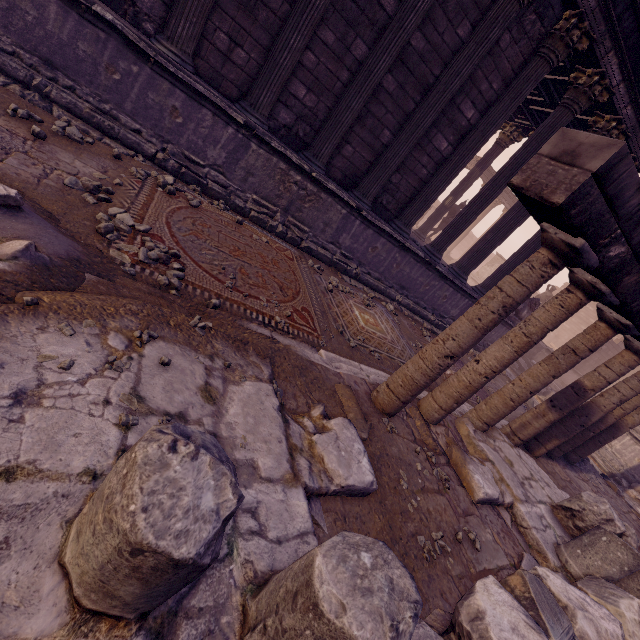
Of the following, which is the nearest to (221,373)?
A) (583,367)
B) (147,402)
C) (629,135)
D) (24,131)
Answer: (147,402)

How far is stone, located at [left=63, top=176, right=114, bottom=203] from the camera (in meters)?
3.63

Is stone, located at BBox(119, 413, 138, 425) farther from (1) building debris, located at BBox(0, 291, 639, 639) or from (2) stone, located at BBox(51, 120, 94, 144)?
(2) stone, located at BBox(51, 120, 94, 144)

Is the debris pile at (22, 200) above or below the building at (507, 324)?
below

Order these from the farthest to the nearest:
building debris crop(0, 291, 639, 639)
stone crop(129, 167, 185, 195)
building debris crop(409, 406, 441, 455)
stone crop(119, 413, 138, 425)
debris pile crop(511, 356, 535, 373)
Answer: debris pile crop(511, 356, 535, 373), stone crop(129, 167, 185, 195), building debris crop(409, 406, 441, 455), stone crop(119, 413, 138, 425), building debris crop(0, 291, 639, 639)

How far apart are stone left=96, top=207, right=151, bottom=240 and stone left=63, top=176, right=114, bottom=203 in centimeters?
18cm

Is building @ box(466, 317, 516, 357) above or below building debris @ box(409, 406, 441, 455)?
above

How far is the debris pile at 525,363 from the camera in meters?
15.0
